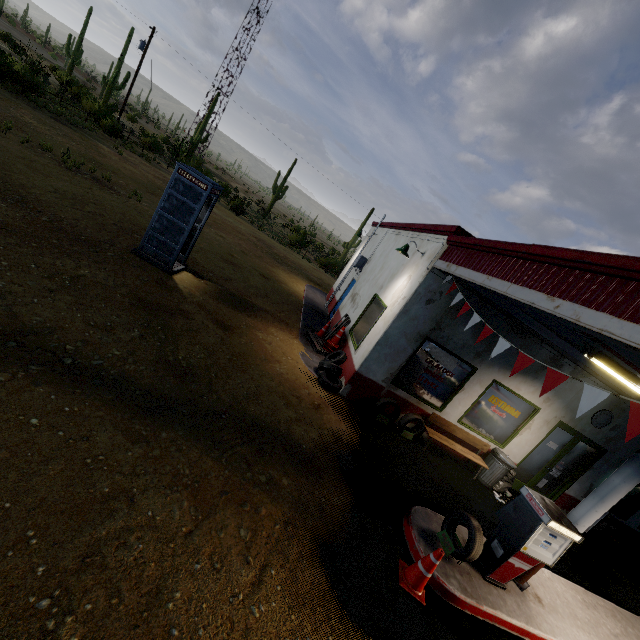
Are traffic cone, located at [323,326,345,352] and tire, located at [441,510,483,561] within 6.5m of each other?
yes

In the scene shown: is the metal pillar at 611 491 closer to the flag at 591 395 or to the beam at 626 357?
the beam at 626 357

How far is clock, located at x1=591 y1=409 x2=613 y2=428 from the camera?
8.9m

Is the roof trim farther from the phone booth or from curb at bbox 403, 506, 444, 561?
the phone booth

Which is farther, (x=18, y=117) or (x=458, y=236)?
(x=18, y=117)

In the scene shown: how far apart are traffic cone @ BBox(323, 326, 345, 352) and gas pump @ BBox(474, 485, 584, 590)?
6.01m

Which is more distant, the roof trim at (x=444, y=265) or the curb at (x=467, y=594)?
the curb at (x=467, y=594)

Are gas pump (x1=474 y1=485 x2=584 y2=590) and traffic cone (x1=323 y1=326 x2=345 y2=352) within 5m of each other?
no
